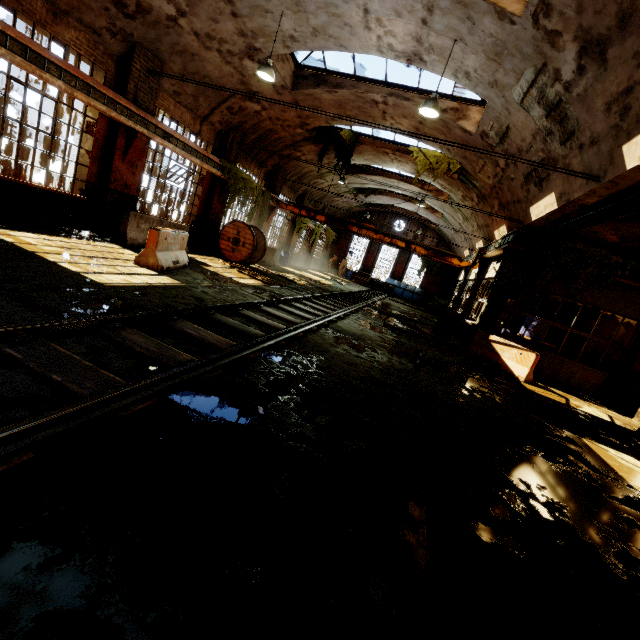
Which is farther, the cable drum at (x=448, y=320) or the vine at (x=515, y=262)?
the cable drum at (x=448, y=320)

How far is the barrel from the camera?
14.3 meters

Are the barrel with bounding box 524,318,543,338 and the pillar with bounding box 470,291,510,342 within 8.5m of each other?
yes

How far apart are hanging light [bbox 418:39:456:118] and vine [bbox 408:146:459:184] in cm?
826

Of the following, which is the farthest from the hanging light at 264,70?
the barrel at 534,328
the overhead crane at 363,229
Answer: the barrel at 534,328

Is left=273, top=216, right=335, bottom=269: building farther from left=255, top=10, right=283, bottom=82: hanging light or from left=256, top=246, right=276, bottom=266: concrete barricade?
left=256, top=246, right=276, bottom=266: concrete barricade

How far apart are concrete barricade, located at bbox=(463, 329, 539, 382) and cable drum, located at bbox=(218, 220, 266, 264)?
9.7 meters

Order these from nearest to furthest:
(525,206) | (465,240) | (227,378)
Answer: (227,378)
(525,206)
(465,240)
